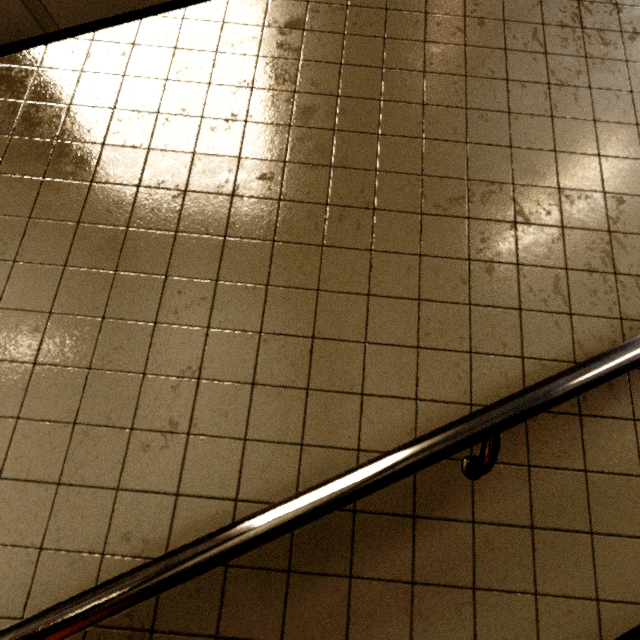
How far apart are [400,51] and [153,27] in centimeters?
91cm
